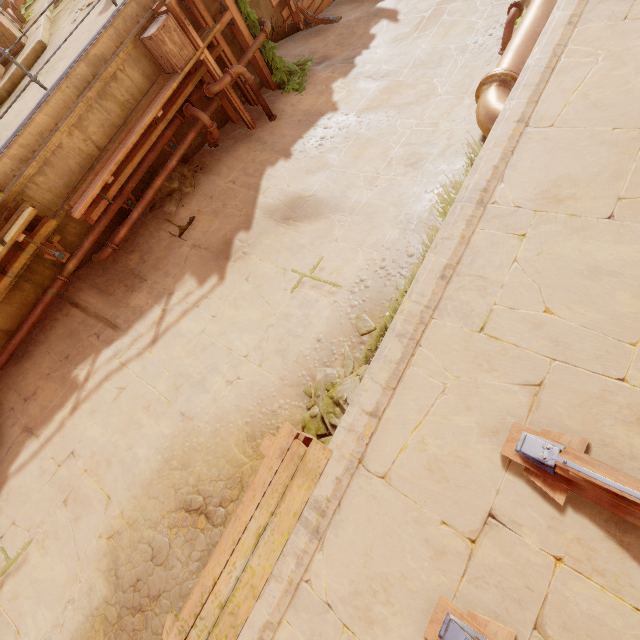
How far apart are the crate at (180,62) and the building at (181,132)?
0.63m

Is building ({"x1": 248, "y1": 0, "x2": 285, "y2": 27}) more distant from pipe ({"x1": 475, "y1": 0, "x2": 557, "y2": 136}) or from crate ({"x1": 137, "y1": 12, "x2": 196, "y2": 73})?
pipe ({"x1": 475, "y1": 0, "x2": 557, "y2": 136})

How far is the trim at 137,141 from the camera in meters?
5.8 m

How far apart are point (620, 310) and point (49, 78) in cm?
946

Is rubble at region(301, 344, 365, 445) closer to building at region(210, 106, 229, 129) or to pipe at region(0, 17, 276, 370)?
pipe at region(0, 17, 276, 370)

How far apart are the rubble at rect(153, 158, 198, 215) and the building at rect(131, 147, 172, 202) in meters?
0.0

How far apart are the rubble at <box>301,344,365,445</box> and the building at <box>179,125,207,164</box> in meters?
5.7 m

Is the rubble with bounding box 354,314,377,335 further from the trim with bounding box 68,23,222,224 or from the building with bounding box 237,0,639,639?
the building with bounding box 237,0,639,639
